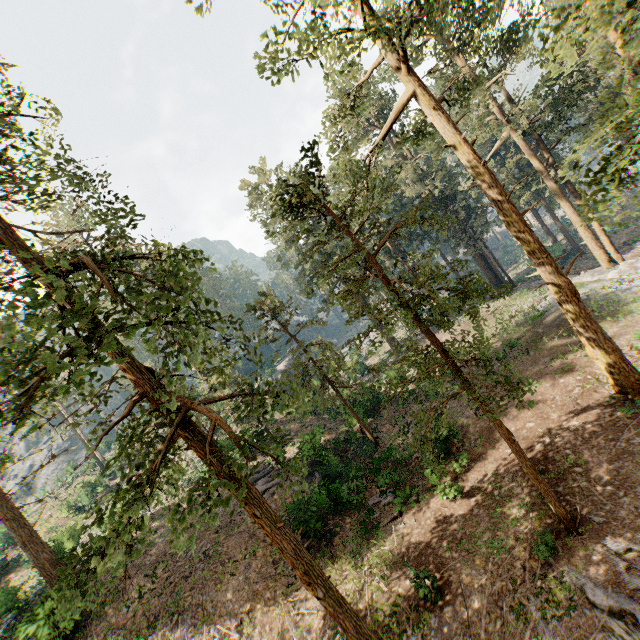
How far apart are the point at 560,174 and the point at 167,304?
8.2m

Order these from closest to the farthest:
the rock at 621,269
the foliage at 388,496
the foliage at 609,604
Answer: the foliage at 609,604
the foliage at 388,496
the rock at 621,269

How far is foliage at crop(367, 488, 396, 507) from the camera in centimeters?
1772cm

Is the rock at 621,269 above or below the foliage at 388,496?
below

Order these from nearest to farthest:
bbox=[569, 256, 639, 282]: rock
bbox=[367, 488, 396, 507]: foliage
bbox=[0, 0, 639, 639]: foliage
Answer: bbox=[0, 0, 639, 639]: foliage
bbox=[367, 488, 396, 507]: foliage
bbox=[569, 256, 639, 282]: rock

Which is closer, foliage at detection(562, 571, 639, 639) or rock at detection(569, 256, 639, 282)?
foliage at detection(562, 571, 639, 639)
